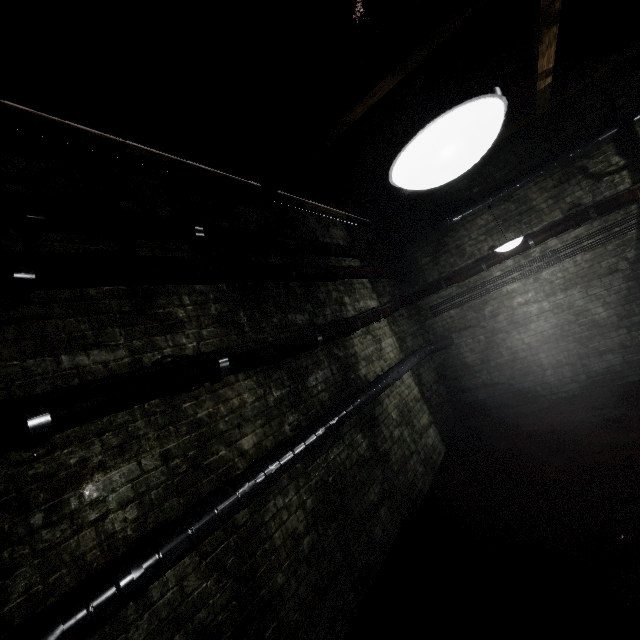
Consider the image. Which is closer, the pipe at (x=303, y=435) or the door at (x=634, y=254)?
the pipe at (x=303, y=435)

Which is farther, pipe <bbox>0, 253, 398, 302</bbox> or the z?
pipe <bbox>0, 253, 398, 302</bbox>

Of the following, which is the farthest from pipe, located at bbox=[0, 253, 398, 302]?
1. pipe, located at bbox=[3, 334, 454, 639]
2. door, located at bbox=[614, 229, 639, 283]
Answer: door, located at bbox=[614, 229, 639, 283]

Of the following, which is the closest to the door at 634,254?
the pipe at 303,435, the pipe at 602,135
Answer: the pipe at 602,135

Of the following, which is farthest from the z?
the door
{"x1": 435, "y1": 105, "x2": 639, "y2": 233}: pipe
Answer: the door

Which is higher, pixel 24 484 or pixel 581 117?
pixel 581 117

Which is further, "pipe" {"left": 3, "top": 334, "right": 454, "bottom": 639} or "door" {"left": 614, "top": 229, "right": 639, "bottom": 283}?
"door" {"left": 614, "top": 229, "right": 639, "bottom": 283}

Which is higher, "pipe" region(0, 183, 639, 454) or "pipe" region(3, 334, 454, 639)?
"pipe" region(0, 183, 639, 454)
